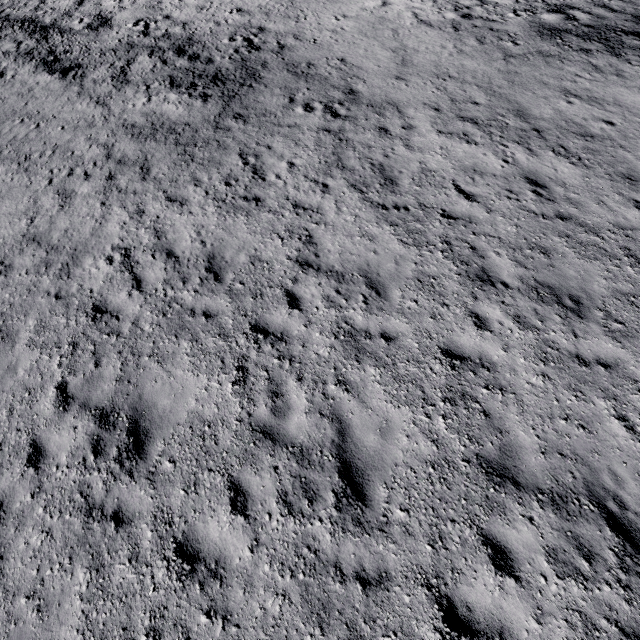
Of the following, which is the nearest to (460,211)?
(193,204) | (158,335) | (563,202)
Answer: (563,202)
